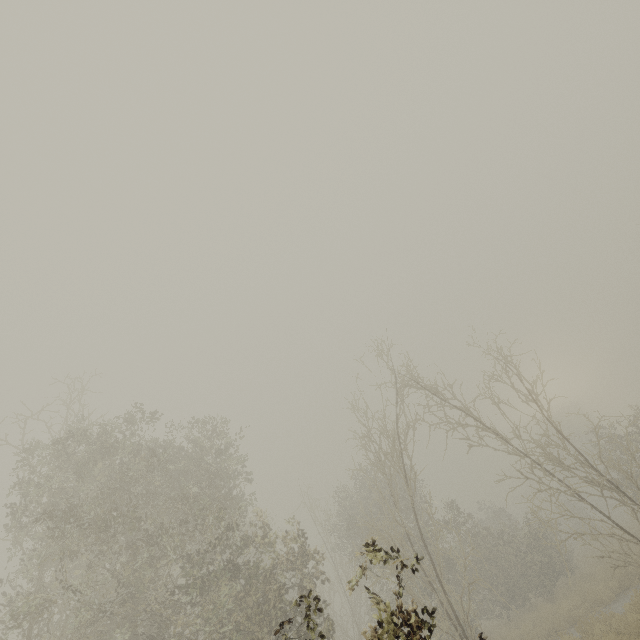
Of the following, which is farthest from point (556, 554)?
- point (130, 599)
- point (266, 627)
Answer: point (130, 599)
